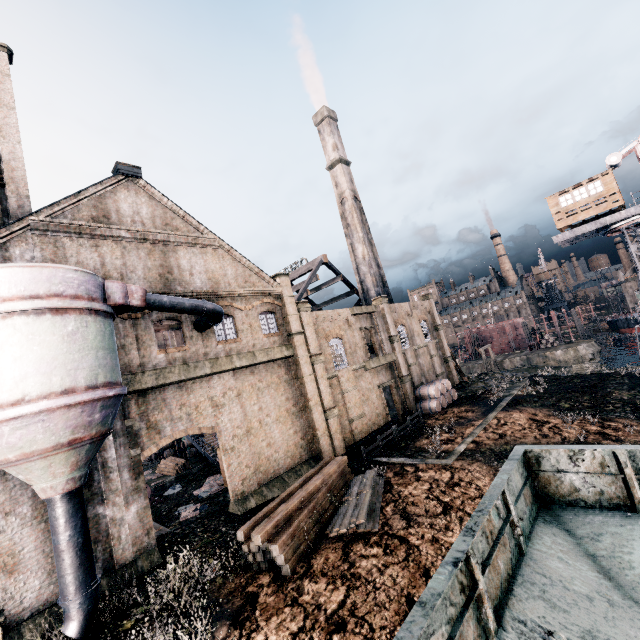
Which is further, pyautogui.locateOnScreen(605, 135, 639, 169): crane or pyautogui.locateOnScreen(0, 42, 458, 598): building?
pyautogui.locateOnScreen(605, 135, 639, 169): crane

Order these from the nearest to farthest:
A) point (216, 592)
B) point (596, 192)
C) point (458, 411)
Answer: point (216, 592) < point (596, 192) < point (458, 411)

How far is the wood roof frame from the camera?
41.31m

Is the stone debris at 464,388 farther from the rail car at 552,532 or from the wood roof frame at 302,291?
the rail car at 552,532

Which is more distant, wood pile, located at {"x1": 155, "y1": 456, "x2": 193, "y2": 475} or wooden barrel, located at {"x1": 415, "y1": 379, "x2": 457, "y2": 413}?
wooden barrel, located at {"x1": 415, "y1": 379, "x2": 457, "y2": 413}

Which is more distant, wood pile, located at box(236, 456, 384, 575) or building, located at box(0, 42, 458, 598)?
building, located at box(0, 42, 458, 598)

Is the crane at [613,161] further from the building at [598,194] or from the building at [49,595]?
the building at [49,595]

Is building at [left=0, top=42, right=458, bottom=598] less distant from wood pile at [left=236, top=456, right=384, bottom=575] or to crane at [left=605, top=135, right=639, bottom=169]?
wood pile at [left=236, top=456, right=384, bottom=575]
